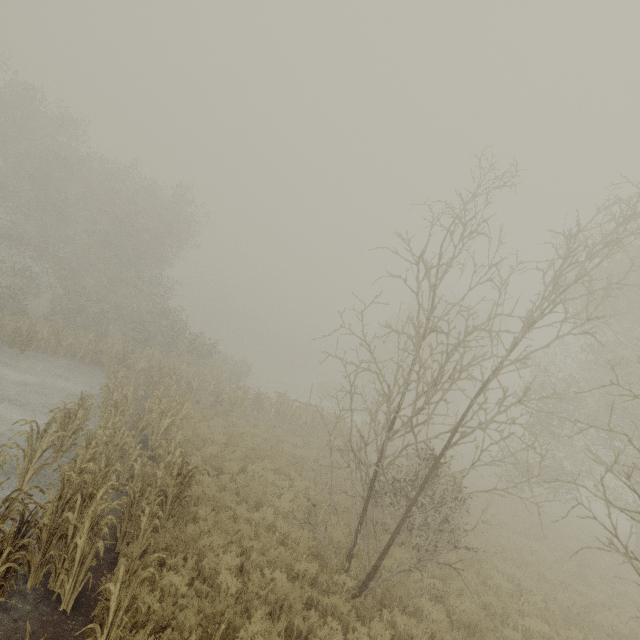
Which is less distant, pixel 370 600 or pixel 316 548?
pixel 370 600
